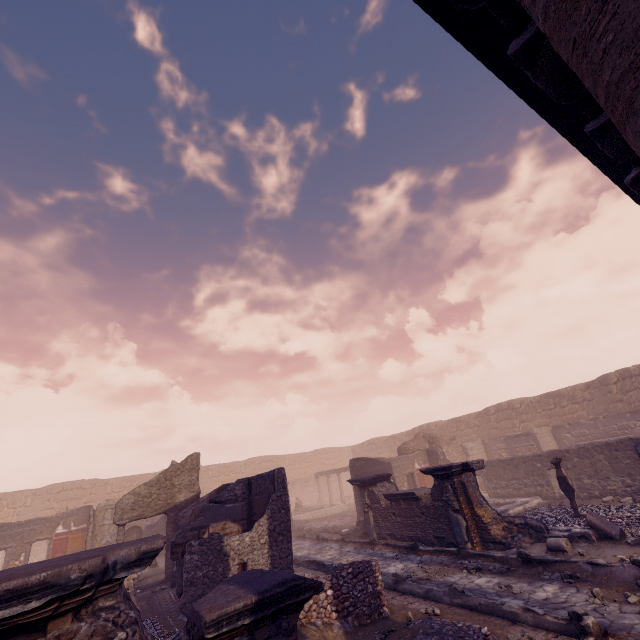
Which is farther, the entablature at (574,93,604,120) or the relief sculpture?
the relief sculpture

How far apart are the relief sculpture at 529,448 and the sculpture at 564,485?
8.5 meters

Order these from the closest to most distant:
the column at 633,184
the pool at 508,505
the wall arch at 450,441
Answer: the column at 633,184 < the pool at 508,505 < the wall arch at 450,441

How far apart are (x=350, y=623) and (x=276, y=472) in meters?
4.0

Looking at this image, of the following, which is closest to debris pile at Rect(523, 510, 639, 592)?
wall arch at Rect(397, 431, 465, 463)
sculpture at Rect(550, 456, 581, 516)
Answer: sculpture at Rect(550, 456, 581, 516)

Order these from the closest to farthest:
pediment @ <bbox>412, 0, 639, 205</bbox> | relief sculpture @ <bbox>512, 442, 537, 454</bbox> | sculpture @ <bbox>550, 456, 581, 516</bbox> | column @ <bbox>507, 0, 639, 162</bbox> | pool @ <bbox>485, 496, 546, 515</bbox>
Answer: column @ <bbox>507, 0, 639, 162</bbox>
pediment @ <bbox>412, 0, 639, 205</bbox>
sculpture @ <bbox>550, 456, 581, 516</bbox>
pool @ <bbox>485, 496, 546, 515</bbox>
relief sculpture @ <bbox>512, 442, 537, 454</bbox>

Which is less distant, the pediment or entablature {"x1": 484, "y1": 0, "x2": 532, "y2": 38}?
entablature {"x1": 484, "y1": 0, "x2": 532, "y2": 38}

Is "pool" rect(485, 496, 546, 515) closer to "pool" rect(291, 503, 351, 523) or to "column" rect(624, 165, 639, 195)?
"column" rect(624, 165, 639, 195)
